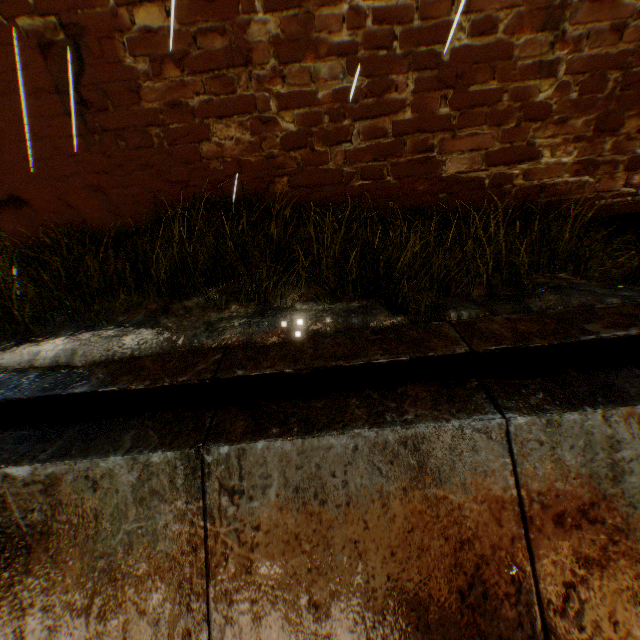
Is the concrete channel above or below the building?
below

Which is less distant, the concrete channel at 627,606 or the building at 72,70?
the concrete channel at 627,606

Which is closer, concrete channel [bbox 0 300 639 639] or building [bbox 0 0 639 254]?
concrete channel [bbox 0 300 639 639]

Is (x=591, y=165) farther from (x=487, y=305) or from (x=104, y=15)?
(x=104, y=15)

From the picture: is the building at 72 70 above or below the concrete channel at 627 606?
above
